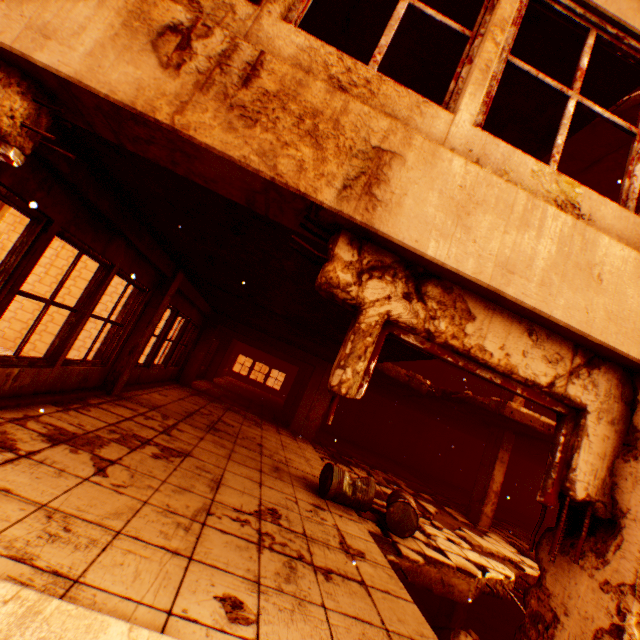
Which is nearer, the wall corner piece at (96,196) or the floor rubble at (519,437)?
the wall corner piece at (96,196)

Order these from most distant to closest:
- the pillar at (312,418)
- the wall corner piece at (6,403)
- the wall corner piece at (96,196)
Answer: the pillar at (312,418) → the wall corner piece at (6,403) → the wall corner piece at (96,196)

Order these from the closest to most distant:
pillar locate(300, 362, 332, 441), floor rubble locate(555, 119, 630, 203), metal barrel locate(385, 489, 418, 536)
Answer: metal barrel locate(385, 489, 418, 536)
floor rubble locate(555, 119, 630, 203)
pillar locate(300, 362, 332, 441)

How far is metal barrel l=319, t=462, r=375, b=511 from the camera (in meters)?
5.14

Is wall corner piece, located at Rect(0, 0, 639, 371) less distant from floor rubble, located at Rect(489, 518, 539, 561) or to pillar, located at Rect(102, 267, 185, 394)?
pillar, located at Rect(102, 267, 185, 394)

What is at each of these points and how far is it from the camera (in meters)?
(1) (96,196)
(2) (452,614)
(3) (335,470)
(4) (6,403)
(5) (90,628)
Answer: (1) wall corner piece, 3.40
(2) pillar, 8.38
(3) metal barrel, 5.24
(4) wall corner piece, 3.49
(5) wall corner piece, 1.51

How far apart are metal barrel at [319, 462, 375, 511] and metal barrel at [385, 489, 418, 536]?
0.4 meters

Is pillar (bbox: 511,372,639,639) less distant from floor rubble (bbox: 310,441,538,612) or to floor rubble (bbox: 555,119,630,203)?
floor rubble (bbox: 555,119,630,203)
